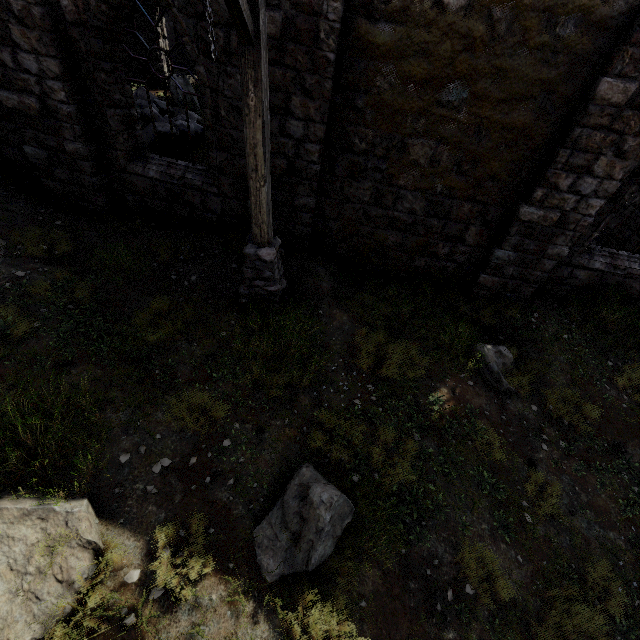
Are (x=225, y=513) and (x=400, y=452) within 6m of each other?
yes

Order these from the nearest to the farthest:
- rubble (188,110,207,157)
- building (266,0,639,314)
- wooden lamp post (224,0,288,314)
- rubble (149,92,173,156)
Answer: wooden lamp post (224,0,288,314) < building (266,0,639,314) < rubble (149,92,173,156) < rubble (188,110,207,157)

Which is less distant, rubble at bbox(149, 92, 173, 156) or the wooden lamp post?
the wooden lamp post

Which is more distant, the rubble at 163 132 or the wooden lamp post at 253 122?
the rubble at 163 132

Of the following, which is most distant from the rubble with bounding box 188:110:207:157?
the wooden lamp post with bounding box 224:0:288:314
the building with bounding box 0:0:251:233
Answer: the wooden lamp post with bounding box 224:0:288:314

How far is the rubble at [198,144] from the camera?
9.8 meters

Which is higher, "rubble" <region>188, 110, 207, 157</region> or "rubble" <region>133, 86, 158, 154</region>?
"rubble" <region>133, 86, 158, 154</region>
